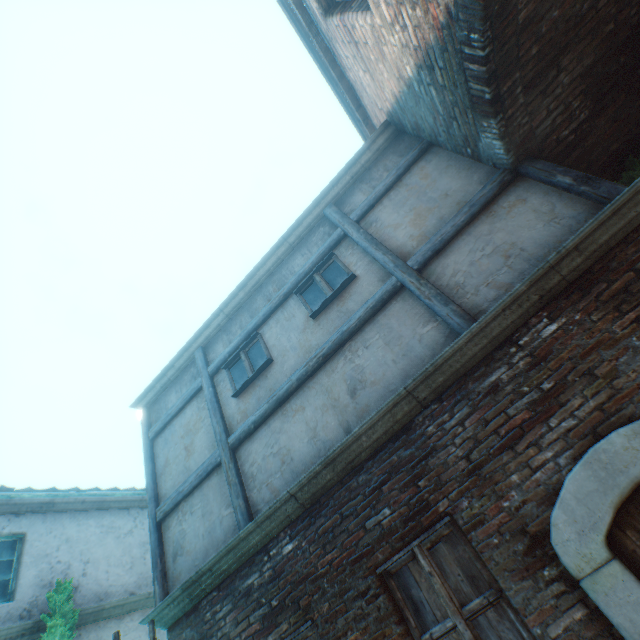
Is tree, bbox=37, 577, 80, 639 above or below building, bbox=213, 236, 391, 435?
below

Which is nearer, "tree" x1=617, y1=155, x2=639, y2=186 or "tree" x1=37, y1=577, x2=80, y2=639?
"tree" x1=617, y1=155, x2=639, y2=186

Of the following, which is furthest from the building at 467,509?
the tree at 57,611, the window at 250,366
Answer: the tree at 57,611

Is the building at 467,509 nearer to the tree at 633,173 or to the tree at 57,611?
the tree at 633,173

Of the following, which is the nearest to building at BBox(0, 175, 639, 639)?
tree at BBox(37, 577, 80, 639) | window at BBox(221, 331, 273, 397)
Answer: window at BBox(221, 331, 273, 397)

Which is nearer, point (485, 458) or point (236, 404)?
point (485, 458)

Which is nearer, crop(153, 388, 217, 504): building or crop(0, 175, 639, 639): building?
crop(0, 175, 639, 639): building

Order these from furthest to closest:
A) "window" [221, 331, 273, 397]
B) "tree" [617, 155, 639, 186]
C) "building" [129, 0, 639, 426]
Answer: "window" [221, 331, 273, 397]
"tree" [617, 155, 639, 186]
"building" [129, 0, 639, 426]
